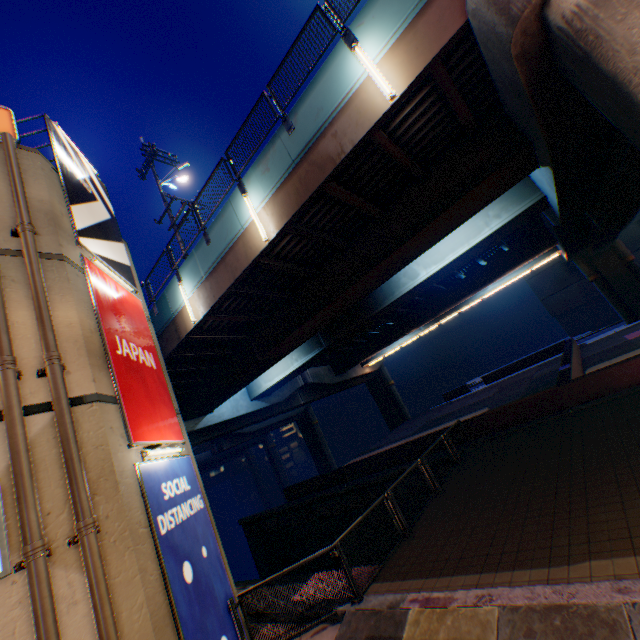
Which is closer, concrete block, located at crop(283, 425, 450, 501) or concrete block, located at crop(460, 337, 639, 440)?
concrete block, located at crop(460, 337, 639, 440)

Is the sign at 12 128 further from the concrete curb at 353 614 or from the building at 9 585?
the concrete curb at 353 614

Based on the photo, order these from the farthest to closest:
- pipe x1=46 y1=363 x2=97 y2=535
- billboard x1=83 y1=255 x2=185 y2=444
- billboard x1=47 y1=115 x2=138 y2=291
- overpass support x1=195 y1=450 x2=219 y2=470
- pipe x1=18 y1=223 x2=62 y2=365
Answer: overpass support x1=195 y1=450 x2=219 y2=470, billboard x1=47 y1=115 x2=138 y2=291, billboard x1=83 y1=255 x2=185 y2=444, pipe x1=18 y1=223 x2=62 y2=365, pipe x1=46 y1=363 x2=97 y2=535

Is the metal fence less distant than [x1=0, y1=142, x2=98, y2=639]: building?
No

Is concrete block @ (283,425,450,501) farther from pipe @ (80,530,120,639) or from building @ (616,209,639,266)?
pipe @ (80,530,120,639)

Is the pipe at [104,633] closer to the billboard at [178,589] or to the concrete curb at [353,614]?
the billboard at [178,589]

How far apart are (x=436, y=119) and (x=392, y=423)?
37.16m

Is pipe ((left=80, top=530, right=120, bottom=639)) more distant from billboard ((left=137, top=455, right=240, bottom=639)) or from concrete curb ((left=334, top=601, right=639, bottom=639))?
concrete curb ((left=334, top=601, right=639, bottom=639))
